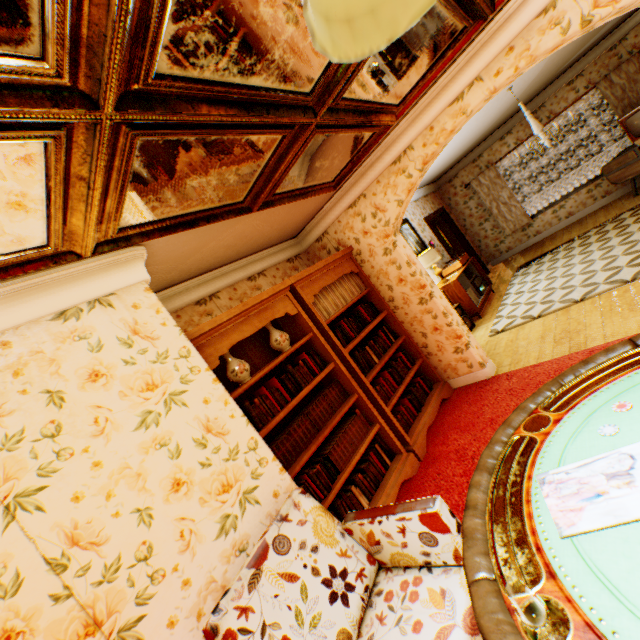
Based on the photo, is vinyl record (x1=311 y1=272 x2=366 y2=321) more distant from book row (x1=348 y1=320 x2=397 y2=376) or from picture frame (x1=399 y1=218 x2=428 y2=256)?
picture frame (x1=399 y1=218 x2=428 y2=256)

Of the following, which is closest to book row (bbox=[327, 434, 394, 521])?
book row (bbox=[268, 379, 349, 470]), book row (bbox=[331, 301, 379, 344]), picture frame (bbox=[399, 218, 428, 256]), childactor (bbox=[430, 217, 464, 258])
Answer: book row (bbox=[268, 379, 349, 470])

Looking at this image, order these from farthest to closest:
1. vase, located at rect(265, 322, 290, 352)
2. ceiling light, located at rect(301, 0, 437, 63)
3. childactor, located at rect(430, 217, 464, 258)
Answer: childactor, located at rect(430, 217, 464, 258)
vase, located at rect(265, 322, 290, 352)
ceiling light, located at rect(301, 0, 437, 63)

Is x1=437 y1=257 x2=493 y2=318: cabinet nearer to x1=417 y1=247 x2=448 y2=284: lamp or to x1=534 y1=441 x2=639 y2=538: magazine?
x1=417 y1=247 x2=448 y2=284: lamp

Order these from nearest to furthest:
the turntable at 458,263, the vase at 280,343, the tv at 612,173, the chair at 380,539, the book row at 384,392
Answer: the chair at 380,539, the vase at 280,343, the book row at 384,392, the tv at 612,173, the turntable at 458,263

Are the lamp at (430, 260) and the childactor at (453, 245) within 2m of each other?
no

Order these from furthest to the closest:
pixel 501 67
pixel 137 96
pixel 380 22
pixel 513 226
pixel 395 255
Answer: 1. pixel 513 226
2. pixel 395 255
3. pixel 501 67
4. pixel 137 96
5. pixel 380 22

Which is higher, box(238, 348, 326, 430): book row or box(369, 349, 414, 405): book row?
box(238, 348, 326, 430): book row
